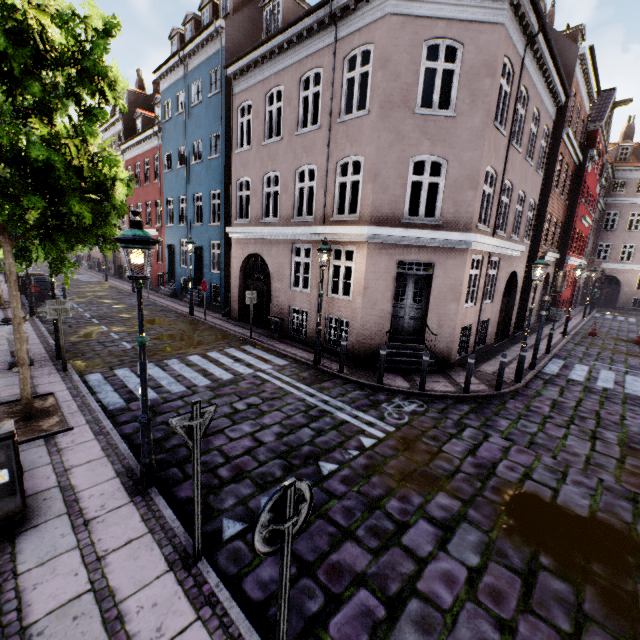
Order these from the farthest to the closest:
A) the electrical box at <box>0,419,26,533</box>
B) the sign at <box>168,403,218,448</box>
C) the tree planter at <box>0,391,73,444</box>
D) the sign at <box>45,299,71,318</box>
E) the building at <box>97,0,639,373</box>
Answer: the building at <box>97,0,639,373</box>, the sign at <box>45,299,71,318</box>, the tree planter at <box>0,391,73,444</box>, the electrical box at <box>0,419,26,533</box>, the sign at <box>168,403,218,448</box>

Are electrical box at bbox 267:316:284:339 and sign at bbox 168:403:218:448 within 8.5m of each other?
no

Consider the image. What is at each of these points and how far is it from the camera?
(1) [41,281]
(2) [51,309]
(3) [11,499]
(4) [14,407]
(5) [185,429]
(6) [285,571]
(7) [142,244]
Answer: (1) trash bin, 17.3m
(2) sign, 8.2m
(3) electrical box, 3.8m
(4) tree planter, 6.6m
(5) sign, 3.3m
(6) sign pole, 2.3m
(7) street light, 3.9m

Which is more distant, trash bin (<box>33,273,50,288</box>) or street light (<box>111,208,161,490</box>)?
trash bin (<box>33,273,50,288</box>)

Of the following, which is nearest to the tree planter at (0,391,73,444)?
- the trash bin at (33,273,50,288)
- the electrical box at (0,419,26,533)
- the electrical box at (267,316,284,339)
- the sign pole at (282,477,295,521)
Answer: the electrical box at (0,419,26,533)

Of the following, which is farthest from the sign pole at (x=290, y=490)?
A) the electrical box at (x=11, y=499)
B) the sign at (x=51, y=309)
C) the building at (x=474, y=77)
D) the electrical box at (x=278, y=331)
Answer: the electrical box at (x=278, y=331)

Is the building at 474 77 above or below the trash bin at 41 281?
above

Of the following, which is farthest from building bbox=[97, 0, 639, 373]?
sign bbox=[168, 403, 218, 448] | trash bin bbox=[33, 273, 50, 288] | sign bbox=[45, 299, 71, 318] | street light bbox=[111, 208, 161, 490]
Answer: sign bbox=[168, 403, 218, 448]
